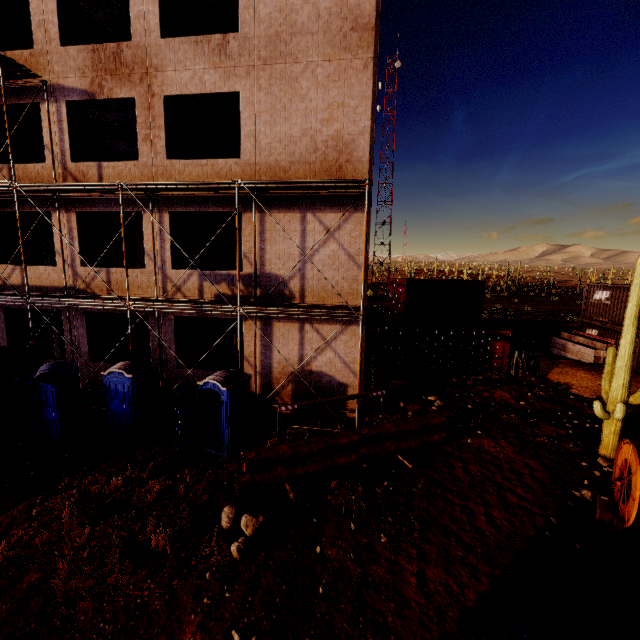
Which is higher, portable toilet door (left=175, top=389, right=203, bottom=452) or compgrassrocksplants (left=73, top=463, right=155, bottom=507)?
portable toilet door (left=175, top=389, right=203, bottom=452)

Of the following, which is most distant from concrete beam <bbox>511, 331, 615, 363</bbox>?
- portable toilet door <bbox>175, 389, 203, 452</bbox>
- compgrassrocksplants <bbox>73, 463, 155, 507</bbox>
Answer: compgrassrocksplants <bbox>73, 463, 155, 507</bbox>

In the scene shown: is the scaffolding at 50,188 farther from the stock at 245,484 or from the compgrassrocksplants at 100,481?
the compgrassrocksplants at 100,481

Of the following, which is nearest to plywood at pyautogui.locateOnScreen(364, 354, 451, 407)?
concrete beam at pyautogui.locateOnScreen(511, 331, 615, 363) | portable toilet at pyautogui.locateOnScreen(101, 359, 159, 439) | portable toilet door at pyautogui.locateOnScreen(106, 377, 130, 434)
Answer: portable toilet at pyautogui.locateOnScreen(101, 359, 159, 439)

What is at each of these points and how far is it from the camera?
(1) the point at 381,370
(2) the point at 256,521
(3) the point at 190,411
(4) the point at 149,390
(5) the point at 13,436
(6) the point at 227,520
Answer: (1) plywood, 15.15m
(2) compgrassrocksplants, 6.96m
(3) portable toilet door, 9.57m
(4) portable toilet, 11.05m
(5) portable toilet door, 9.48m
(6) compgrassrocksplants, 7.08m

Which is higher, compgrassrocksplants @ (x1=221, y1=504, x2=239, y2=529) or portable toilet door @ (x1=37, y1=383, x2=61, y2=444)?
portable toilet door @ (x1=37, y1=383, x2=61, y2=444)

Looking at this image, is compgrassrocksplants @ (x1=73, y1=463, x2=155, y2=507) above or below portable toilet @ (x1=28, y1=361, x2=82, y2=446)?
below

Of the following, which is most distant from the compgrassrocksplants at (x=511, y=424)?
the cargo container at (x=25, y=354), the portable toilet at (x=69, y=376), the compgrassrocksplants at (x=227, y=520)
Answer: the cargo container at (x=25, y=354)
